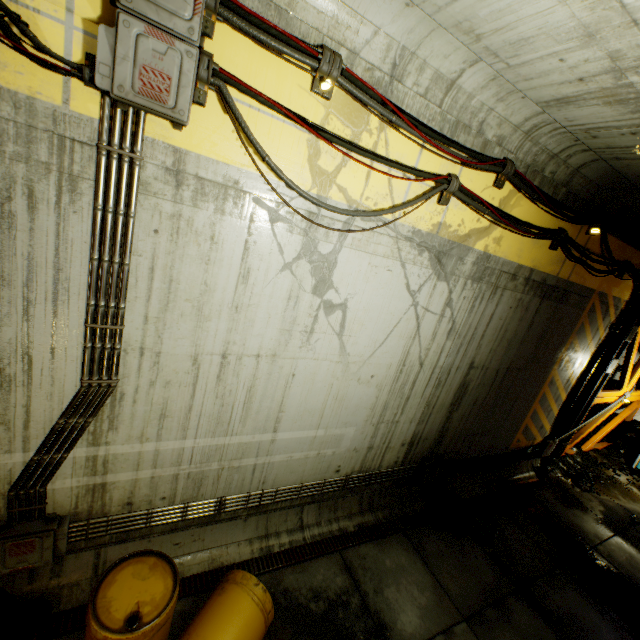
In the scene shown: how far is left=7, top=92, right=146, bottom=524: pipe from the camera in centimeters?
269cm

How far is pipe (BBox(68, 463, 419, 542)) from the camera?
4.01m

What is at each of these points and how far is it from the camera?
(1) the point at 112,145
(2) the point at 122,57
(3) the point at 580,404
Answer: (1) pipe, 2.67m
(2) cable, 2.38m
(3) beam, 9.59m

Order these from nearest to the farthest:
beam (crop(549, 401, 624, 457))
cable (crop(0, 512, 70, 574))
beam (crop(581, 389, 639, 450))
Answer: cable (crop(0, 512, 70, 574)) → beam (crop(549, 401, 624, 457)) → beam (crop(581, 389, 639, 450))

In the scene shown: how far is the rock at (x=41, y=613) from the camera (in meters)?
3.58

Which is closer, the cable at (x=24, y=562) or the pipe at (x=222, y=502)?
the cable at (x=24, y=562)

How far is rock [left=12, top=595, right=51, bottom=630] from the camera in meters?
3.6

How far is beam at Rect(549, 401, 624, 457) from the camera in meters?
10.0 m
